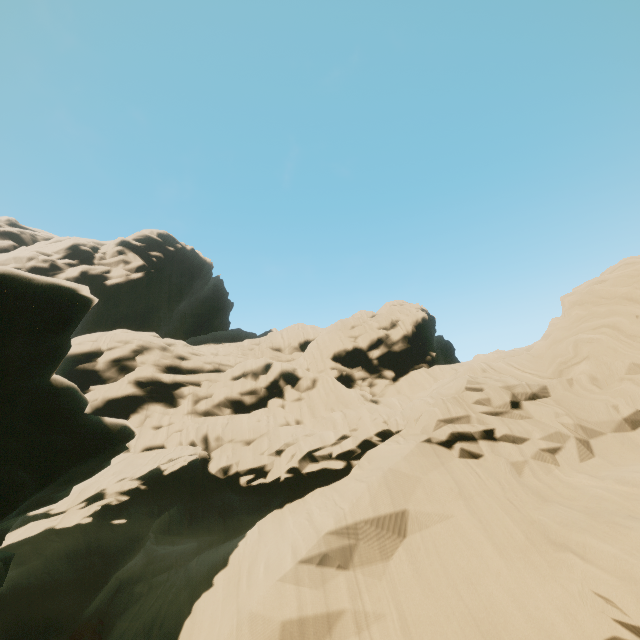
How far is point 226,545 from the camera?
19.4m
